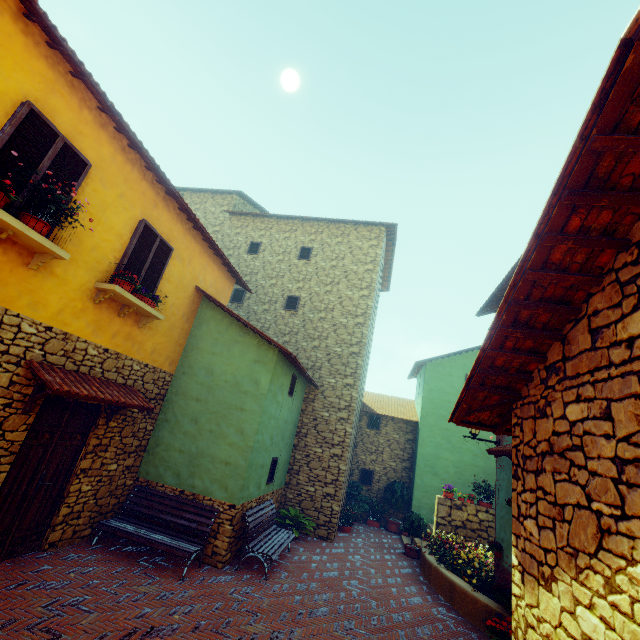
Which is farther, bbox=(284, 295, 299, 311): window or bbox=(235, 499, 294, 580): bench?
bbox=(284, 295, 299, 311): window

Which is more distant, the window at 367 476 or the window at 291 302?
the window at 367 476

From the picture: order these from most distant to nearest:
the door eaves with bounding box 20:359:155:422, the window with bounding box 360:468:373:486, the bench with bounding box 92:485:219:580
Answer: the window with bounding box 360:468:373:486
the bench with bounding box 92:485:219:580
the door eaves with bounding box 20:359:155:422

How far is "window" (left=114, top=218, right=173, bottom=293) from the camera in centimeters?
655cm

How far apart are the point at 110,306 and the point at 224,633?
5.9m

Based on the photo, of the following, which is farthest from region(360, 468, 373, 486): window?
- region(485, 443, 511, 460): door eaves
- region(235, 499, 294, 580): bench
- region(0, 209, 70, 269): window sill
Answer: region(0, 209, 70, 269): window sill

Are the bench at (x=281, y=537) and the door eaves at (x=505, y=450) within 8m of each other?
yes

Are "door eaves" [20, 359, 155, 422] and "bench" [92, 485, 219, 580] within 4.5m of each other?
yes
